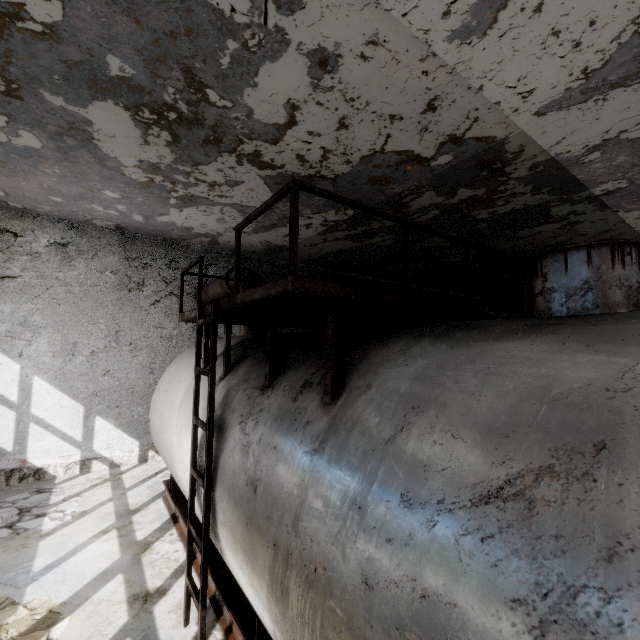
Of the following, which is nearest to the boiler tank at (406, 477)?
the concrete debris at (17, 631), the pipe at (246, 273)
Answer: the concrete debris at (17, 631)

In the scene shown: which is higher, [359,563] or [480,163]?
[480,163]

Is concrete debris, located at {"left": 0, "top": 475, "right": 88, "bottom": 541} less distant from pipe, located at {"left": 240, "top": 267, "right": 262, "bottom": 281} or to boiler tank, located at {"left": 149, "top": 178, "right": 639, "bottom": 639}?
boiler tank, located at {"left": 149, "top": 178, "right": 639, "bottom": 639}

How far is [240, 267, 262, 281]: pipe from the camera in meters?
7.3 m

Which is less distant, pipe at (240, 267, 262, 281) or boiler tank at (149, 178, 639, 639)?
boiler tank at (149, 178, 639, 639)

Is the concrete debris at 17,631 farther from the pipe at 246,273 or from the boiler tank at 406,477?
the pipe at 246,273

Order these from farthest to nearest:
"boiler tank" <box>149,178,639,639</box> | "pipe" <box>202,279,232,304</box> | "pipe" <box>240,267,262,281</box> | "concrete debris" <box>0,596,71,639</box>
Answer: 1. "pipe" <box>202,279,232,304</box>
2. "pipe" <box>240,267,262,281</box>
3. "concrete debris" <box>0,596,71,639</box>
4. "boiler tank" <box>149,178,639,639</box>

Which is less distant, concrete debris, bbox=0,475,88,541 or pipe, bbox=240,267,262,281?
concrete debris, bbox=0,475,88,541
